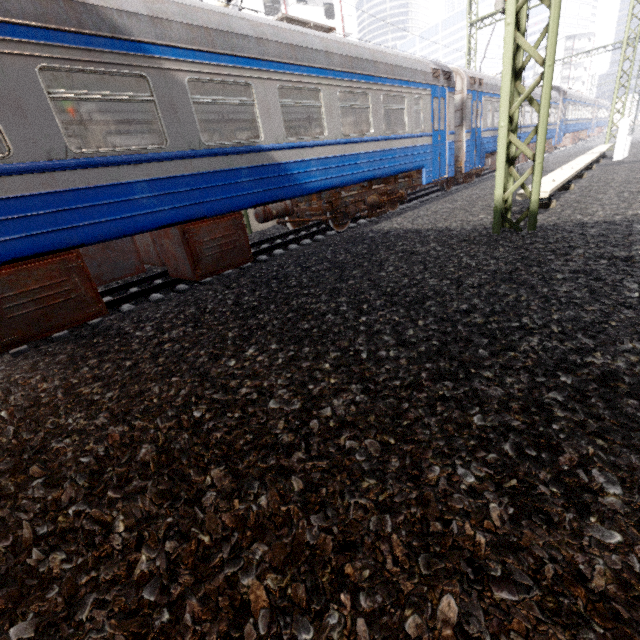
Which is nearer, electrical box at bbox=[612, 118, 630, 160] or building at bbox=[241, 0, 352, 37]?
electrical box at bbox=[612, 118, 630, 160]

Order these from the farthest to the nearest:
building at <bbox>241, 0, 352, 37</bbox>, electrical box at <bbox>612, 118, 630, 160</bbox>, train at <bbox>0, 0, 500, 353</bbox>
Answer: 1. building at <bbox>241, 0, 352, 37</bbox>
2. electrical box at <bbox>612, 118, 630, 160</bbox>
3. train at <bbox>0, 0, 500, 353</bbox>

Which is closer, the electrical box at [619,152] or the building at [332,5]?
the electrical box at [619,152]

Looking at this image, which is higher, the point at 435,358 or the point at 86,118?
the point at 86,118

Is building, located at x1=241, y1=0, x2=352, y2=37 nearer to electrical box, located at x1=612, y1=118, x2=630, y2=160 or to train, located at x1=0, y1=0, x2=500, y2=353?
train, located at x1=0, y1=0, x2=500, y2=353

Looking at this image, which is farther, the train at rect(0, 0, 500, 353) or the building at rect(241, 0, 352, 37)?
the building at rect(241, 0, 352, 37)

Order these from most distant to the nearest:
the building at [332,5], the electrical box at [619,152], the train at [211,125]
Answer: the building at [332,5]
the electrical box at [619,152]
the train at [211,125]

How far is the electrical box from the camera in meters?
12.4
